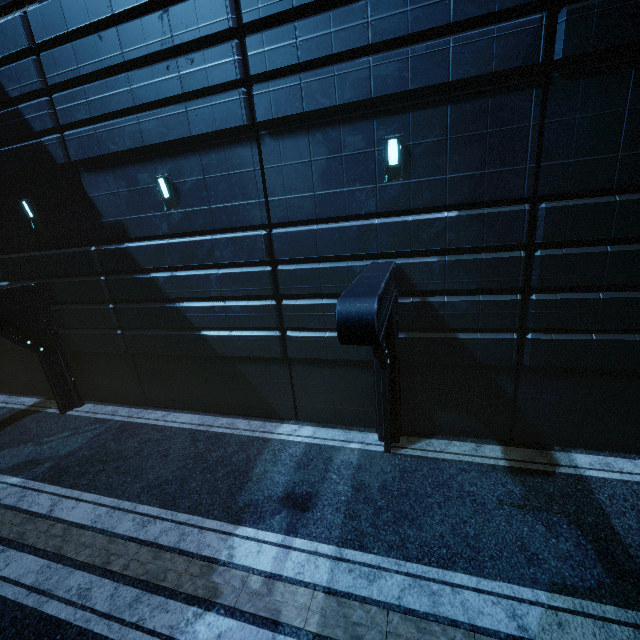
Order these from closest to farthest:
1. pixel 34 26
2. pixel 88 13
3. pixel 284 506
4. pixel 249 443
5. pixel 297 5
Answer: pixel 297 5
pixel 284 506
pixel 88 13
pixel 34 26
pixel 249 443
